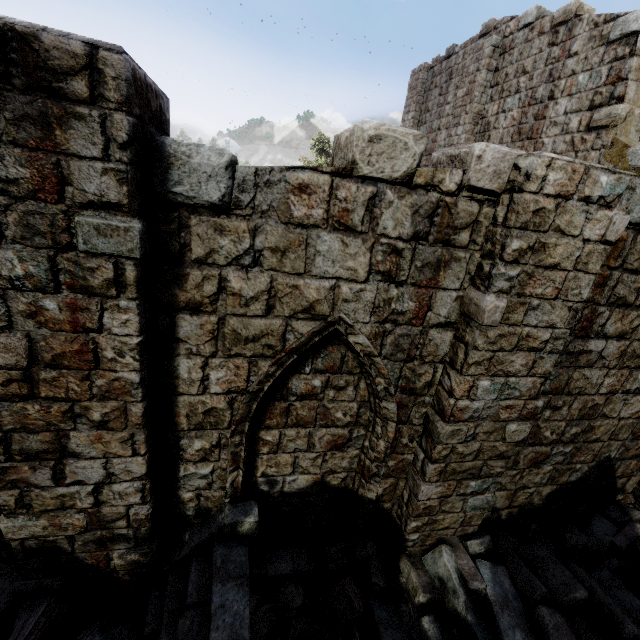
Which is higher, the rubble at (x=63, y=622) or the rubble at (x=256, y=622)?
the rubble at (x=63, y=622)

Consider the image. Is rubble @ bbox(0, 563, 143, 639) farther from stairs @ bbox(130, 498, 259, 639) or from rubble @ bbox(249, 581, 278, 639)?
rubble @ bbox(249, 581, 278, 639)

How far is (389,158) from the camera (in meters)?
2.92

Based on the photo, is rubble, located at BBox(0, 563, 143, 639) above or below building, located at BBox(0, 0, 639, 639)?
below

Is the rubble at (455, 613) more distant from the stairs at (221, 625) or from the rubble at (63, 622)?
the rubble at (63, 622)

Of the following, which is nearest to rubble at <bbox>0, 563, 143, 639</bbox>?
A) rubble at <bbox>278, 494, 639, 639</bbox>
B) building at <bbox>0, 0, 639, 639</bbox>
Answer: building at <bbox>0, 0, 639, 639</bbox>
